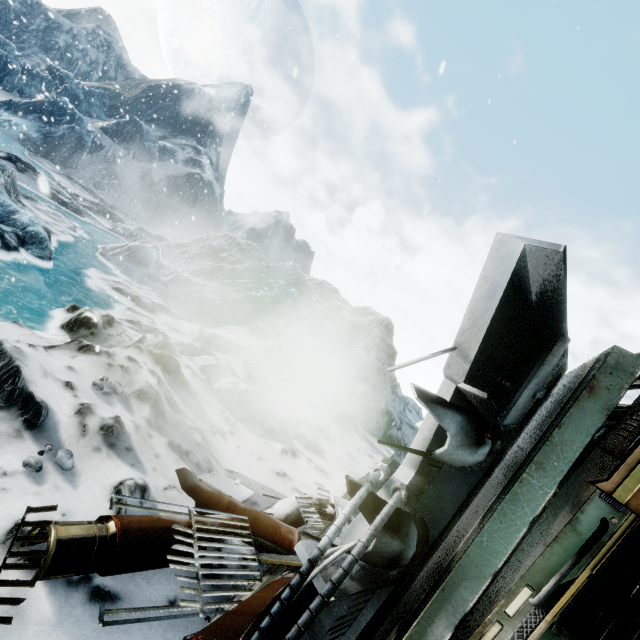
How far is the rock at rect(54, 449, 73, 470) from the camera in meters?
2.4 m

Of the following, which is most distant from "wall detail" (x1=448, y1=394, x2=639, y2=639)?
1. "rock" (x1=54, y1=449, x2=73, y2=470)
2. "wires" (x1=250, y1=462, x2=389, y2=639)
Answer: "rock" (x1=54, y1=449, x2=73, y2=470)

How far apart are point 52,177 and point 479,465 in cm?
3273

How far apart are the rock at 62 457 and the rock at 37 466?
0.2m

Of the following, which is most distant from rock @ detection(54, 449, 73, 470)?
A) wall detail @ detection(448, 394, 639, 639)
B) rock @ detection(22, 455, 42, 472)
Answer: wall detail @ detection(448, 394, 639, 639)

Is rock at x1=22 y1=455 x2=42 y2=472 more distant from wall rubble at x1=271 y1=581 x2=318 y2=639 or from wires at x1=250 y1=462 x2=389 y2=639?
wires at x1=250 y1=462 x2=389 y2=639

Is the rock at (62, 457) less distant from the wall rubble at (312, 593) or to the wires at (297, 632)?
the wall rubble at (312, 593)

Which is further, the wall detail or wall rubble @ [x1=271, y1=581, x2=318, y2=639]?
wall rubble @ [x1=271, y1=581, x2=318, y2=639]
